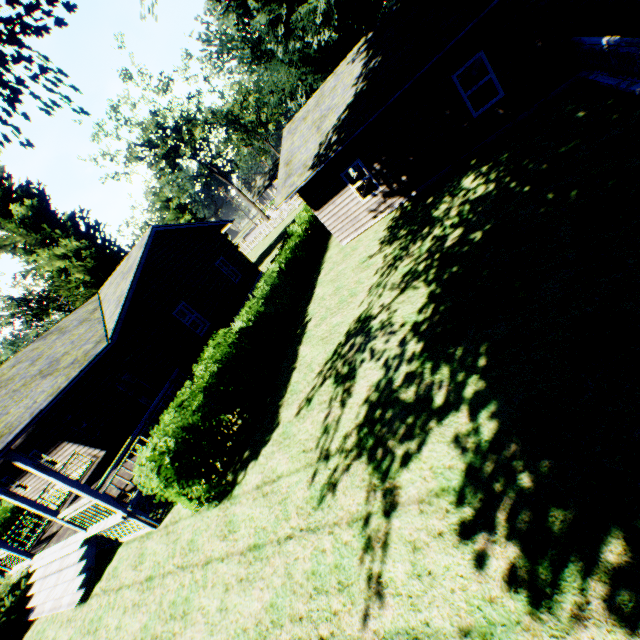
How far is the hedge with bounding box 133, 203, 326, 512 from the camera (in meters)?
7.59

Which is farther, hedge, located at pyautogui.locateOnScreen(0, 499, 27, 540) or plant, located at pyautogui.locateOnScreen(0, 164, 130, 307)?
plant, located at pyautogui.locateOnScreen(0, 164, 130, 307)

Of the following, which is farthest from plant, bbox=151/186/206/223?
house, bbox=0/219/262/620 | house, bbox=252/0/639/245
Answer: house, bbox=252/0/639/245

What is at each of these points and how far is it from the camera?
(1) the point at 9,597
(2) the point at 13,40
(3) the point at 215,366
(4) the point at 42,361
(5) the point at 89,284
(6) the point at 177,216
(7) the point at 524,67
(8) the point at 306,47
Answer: (1) hedge, 11.51m
(2) plant, 6.16m
(3) hedge, 9.47m
(4) house, 11.27m
(5) plant, 25.98m
(6) plant, 51.41m
(7) house, 10.22m
(8) plant, 41.34m

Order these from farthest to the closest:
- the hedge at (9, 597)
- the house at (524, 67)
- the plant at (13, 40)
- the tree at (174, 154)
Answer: the tree at (174, 154) < the hedge at (9, 597) < the house at (524, 67) < the plant at (13, 40)

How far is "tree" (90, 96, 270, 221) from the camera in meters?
34.3 m

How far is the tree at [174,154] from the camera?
34.3 meters

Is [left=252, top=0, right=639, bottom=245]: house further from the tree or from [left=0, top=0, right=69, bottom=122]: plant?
the tree
